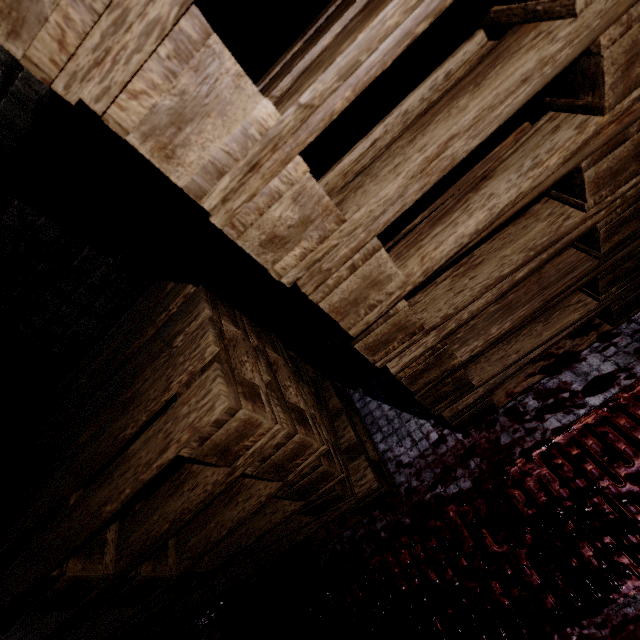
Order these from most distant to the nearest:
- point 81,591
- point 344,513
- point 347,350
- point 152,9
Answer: point 347,350, point 344,513, point 81,591, point 152,9
